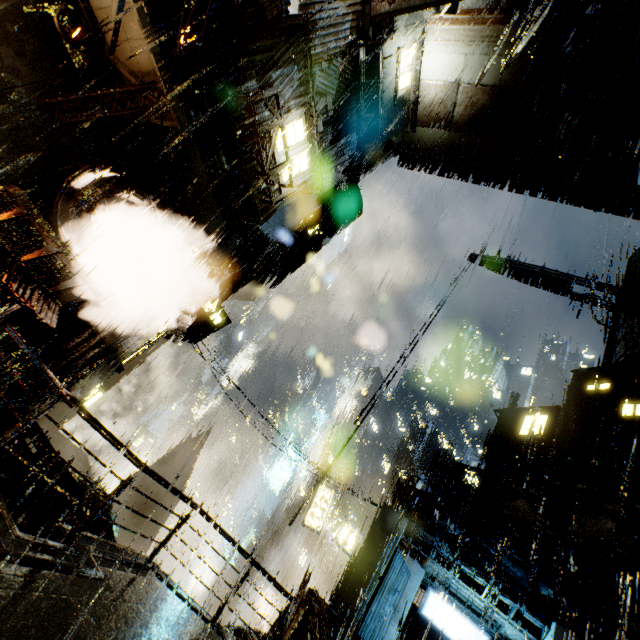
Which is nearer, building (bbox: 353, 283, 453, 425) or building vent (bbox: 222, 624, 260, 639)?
building vent (bbox: 222, 624, 260, 639)

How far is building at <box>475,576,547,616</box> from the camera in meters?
11.9

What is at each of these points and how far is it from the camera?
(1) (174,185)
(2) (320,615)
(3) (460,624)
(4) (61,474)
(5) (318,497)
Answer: (1) building, 9.7m
(2) support beam, 4.0m
(3) sign, 13.4m
(4) building, 9.4m
(5) sign, 18.4m

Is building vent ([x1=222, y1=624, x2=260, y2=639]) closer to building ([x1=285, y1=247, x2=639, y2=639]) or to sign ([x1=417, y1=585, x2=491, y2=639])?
building ([x1=285, y1=247, x2=639, y2=639])

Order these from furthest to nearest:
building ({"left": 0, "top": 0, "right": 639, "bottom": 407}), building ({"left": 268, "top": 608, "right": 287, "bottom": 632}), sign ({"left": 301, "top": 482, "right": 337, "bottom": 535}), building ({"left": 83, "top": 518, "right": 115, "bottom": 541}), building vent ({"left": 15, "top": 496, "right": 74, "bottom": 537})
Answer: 1. sign ({"left": 301, "top": 482, "right": 337, "bottom": 535})
2. building ({"left": 268, "top": 608, "right": 287, "bottom": 632})
3. building vent ({"left": 15, "top": 496, "right": 74, "bottom": 537})
4. building ({"left": 83, "top": 518, "right": 115, "bottom": 541})
5. building ({"left": 0, "top": 0, "right": 639, "bottom": 407})

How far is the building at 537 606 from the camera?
11.9 meters
